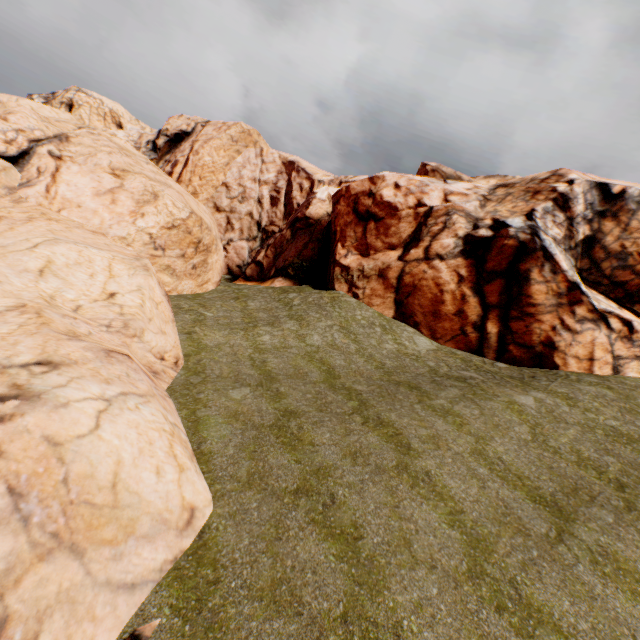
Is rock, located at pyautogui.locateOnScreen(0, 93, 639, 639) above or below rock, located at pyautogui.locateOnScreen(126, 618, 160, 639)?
above

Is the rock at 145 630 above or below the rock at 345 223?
below

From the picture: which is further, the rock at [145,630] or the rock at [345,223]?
the rock at [345,223]

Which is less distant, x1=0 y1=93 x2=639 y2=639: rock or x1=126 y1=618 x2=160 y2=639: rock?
→ x1=126 y1=618 x2=160 y2=639: rock

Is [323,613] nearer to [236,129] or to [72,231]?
[72,231]
